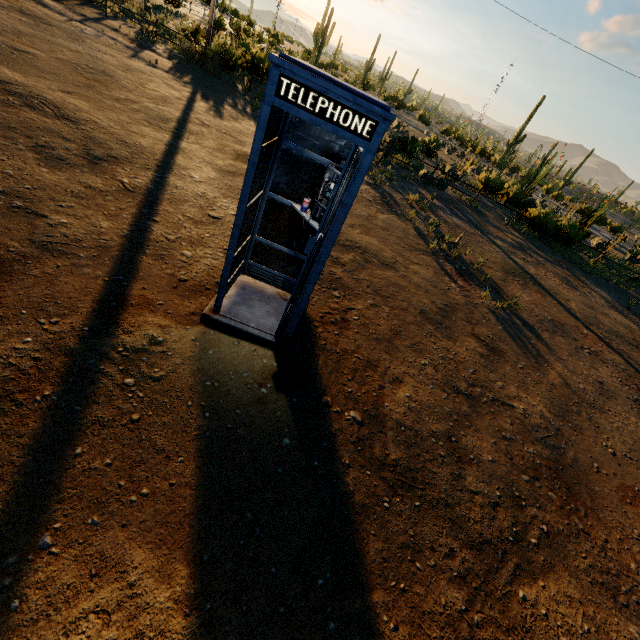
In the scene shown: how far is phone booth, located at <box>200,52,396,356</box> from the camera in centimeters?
246cm

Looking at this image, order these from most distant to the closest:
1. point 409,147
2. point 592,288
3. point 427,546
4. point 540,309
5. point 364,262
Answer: point 409,147, point 592,288, point 540,309, point 364,262, point 427,546

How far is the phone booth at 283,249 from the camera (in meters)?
2.46
